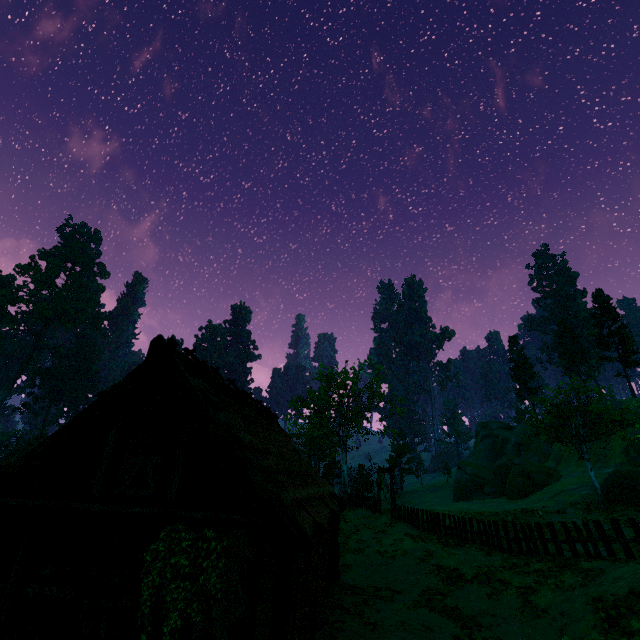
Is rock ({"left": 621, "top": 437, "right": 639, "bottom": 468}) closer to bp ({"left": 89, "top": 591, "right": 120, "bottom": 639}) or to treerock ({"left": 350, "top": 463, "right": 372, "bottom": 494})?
treerock ({"left": 350, "top": 463, "right": 372, "bottom": 494})

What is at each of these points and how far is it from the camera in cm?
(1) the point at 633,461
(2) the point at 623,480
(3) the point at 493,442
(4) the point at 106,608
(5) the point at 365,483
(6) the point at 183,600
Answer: (1) rock, 3394
(2) treerock, 2595
(3) rock, 5450
(4) bp, 696
(5) treerock, 5744
(6) building, 669

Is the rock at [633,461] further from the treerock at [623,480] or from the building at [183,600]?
the building at [183,600]

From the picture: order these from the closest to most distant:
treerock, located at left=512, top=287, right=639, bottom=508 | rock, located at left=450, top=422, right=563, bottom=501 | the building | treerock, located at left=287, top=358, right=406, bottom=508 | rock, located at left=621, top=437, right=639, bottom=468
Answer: the building, treerock, located at left=512, top=287, right=639, bottom=508, rock, located at left=621, top=437, right=639, bottom=468, treerock, located at left=287, top=358, right=406, bottom=508, rock, located at left=450, top=422, right=563, bottom=501

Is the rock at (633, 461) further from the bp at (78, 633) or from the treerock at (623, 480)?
the bp at (78, 633)

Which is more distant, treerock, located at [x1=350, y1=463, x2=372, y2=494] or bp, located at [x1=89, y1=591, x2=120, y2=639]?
treerock, located at [x1=350, y1=463, x2=372, y2=494]

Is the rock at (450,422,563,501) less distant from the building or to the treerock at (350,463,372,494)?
the treerock at (350,463,372,494)
